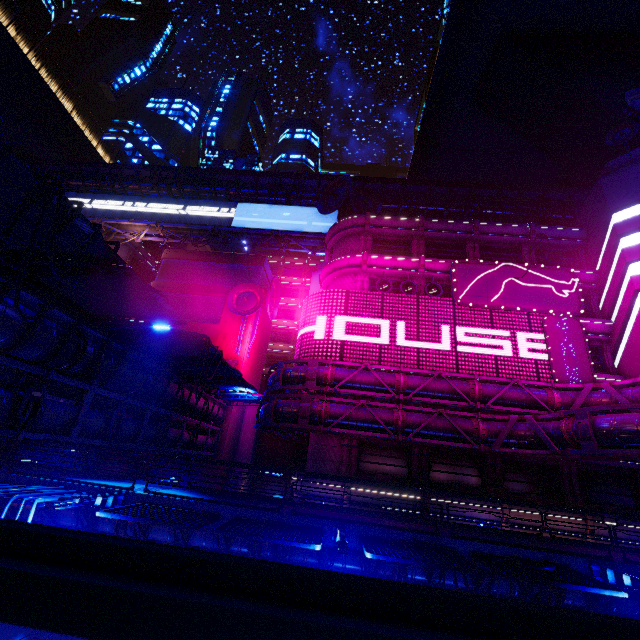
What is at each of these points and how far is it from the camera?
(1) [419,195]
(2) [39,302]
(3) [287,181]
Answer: (1) walkway, 40.2 meters
(2) walkway, 11.5 meters
(3) walkway, 40.6 meters

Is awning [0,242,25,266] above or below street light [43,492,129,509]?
above

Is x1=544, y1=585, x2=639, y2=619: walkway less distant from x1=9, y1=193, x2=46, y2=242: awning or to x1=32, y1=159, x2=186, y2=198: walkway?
x1=9, y1=193, x2=46, y2=242: awning

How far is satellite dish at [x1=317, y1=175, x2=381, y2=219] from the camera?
32.7 meters

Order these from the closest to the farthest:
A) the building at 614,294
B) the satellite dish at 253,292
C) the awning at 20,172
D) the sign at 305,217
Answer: the awning at 20,172, the building at 614,294, the satellite dish at 253,292, the sign at 305,217

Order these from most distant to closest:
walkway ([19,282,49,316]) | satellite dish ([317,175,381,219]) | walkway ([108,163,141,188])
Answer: walkway ([108,163,141,188])
satellite dish ([317,175,381,219])
walkway ([19,282,49,316])

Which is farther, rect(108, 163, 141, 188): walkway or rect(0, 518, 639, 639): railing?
rect(108, 163, 141, 188): walkway

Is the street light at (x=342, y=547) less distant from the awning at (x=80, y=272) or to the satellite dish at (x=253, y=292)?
the awning at (x=80, y=272)
